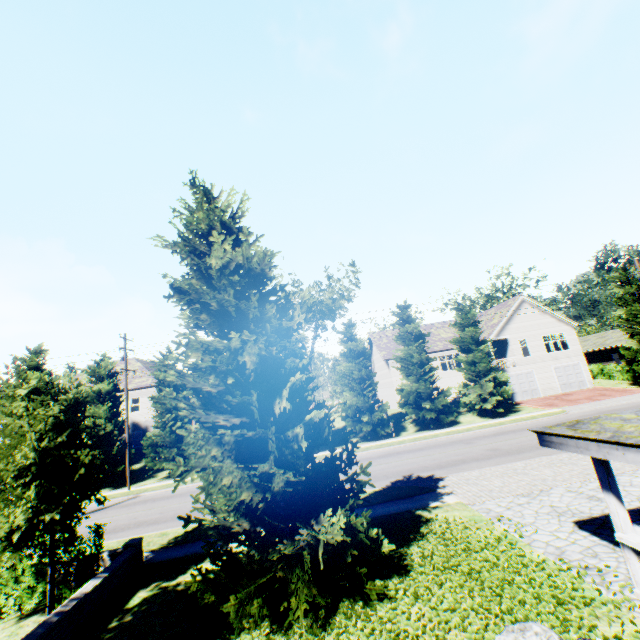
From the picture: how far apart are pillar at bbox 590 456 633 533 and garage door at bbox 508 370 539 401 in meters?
31.6

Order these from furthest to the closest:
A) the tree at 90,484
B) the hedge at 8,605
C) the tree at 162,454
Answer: the tree at 162,454
the hedge at 8,605
the tree at 90,484

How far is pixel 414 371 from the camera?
28.0 meters

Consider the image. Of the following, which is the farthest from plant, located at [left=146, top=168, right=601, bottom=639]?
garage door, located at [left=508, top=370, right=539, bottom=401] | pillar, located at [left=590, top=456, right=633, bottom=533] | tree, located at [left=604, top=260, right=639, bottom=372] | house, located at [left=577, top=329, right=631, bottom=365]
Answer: house, located at [left=577, top=329, right=631, bottom=365]

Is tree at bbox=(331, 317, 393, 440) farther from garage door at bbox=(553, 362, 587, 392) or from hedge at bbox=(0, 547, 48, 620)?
garage door at bbox=(553, 362, 587, 392)

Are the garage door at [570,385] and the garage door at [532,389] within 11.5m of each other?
yes

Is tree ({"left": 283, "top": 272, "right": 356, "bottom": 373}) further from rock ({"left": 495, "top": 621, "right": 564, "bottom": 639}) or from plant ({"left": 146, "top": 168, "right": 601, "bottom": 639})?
rock ({"left": 495, "top": 621, "right": 564, "bottom": 639})

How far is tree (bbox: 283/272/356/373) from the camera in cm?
2841
